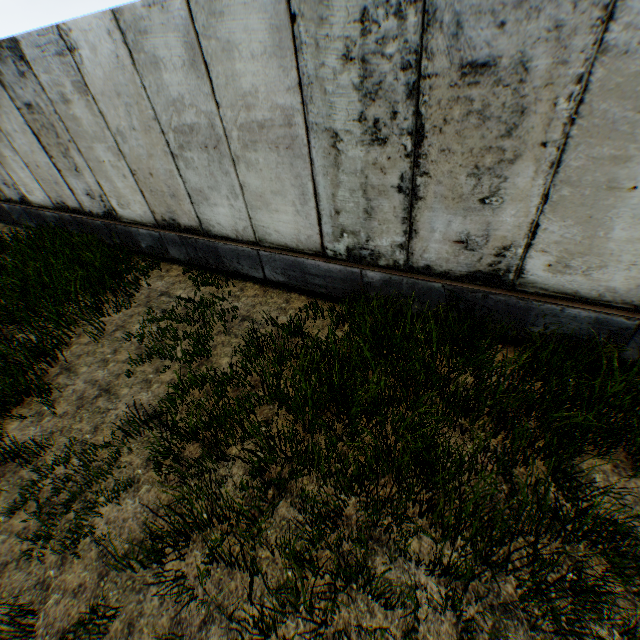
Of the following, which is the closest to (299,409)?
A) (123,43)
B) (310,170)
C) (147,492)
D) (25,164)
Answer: (147,492)
